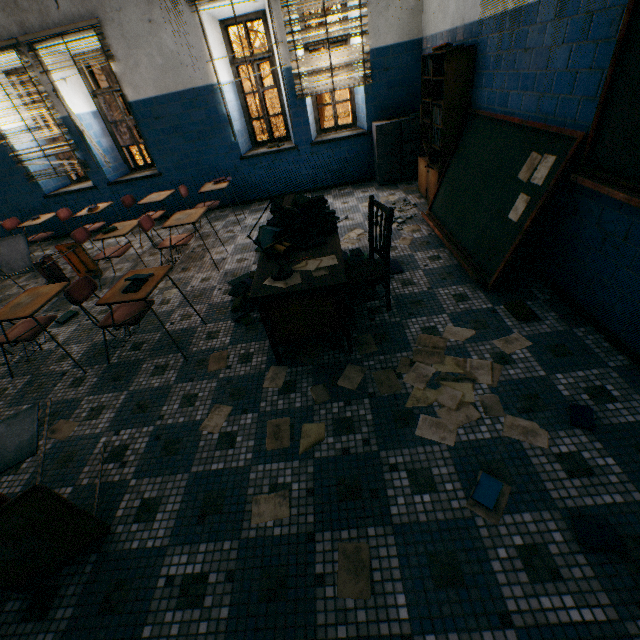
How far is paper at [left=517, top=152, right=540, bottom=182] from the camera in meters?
2.6

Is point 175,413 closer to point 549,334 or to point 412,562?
point 412,562

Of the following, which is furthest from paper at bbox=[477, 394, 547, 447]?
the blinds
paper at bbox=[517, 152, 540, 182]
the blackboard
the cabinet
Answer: the blinds

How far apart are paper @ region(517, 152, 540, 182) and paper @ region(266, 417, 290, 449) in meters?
2.6

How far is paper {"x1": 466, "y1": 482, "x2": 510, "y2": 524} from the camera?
1.6 meters

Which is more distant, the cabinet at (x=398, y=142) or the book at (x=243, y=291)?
the cabinet at (x=398, y=142)

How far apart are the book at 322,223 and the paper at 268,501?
1.8m

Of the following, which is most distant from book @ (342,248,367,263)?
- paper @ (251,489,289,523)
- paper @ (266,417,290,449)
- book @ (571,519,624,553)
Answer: book @ (571,519,624,553)
